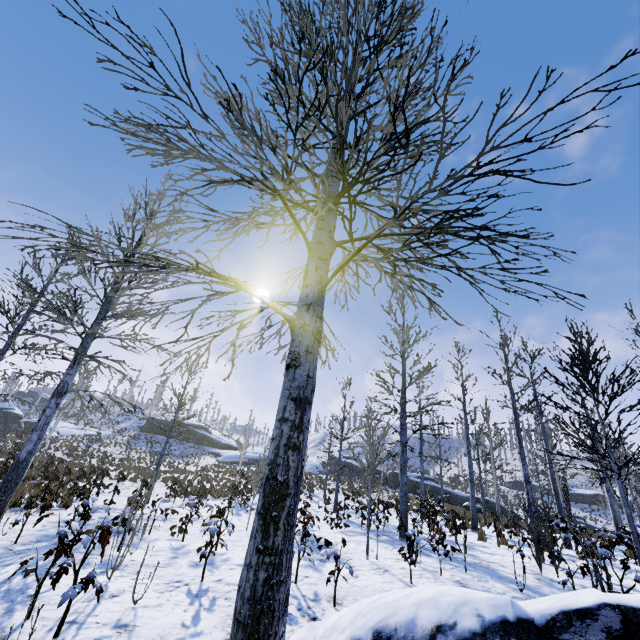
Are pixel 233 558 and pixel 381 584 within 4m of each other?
yes

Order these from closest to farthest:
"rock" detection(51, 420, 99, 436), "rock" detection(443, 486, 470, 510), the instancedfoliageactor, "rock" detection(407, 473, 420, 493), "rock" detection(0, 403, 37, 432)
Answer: the instancedfoliageactor < "rock" detection(443, 486, 470, 510) < "rock" detection(407, 473, 420, 493) < "rock" detection(0, 403, 37, 432) < "rock" detection(51, 420, 99, 436)

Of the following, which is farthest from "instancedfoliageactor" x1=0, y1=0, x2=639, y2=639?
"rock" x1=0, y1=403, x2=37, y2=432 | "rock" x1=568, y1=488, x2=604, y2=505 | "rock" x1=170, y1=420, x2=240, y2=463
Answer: "rock" x1=568, y1=488, x2=604, y2=505

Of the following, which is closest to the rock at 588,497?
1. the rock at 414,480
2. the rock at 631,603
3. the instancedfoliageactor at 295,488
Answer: the rock at 414,480

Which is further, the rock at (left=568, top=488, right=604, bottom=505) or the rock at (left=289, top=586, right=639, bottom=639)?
the rock at (left=568, top=488, right=604, bottom=505)

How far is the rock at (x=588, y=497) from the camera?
46.62m

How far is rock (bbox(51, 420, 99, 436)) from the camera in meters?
39.6 m

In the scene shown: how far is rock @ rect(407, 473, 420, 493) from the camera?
36.1m
